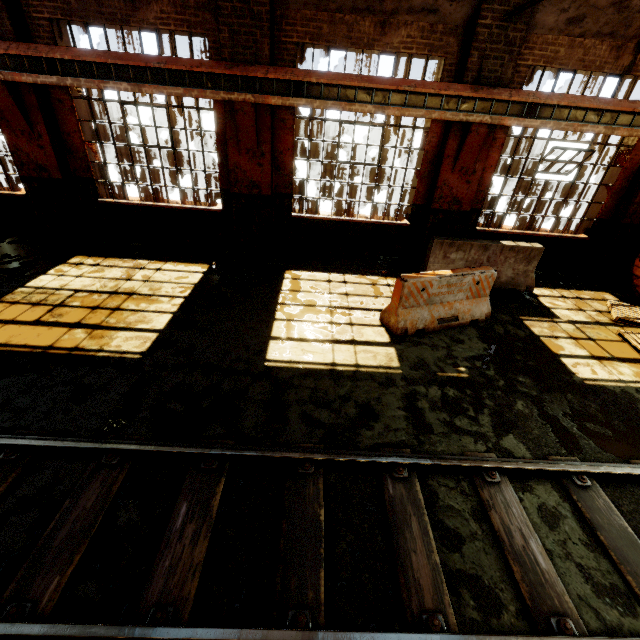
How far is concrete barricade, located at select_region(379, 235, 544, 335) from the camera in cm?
567

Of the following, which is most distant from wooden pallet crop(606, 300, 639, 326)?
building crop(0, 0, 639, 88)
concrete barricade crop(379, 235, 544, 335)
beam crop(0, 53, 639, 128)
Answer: beam crop(0, 53, 639, 128)

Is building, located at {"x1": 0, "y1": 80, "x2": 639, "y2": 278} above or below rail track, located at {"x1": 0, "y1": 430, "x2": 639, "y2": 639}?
above

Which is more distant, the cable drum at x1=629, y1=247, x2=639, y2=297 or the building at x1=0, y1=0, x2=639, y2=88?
the cable drum at x1=629, y1=247, x2=639, y2=297

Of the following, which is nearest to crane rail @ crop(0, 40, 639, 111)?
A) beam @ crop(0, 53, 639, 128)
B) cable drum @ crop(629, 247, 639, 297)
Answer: beam @ crop(0, 53, 639, 128)

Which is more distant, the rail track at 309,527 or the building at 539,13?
the building at 539,13

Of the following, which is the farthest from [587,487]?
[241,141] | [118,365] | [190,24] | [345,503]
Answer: [190,24]

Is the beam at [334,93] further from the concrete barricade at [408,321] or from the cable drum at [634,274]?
the concrete barricade at [408,321]
